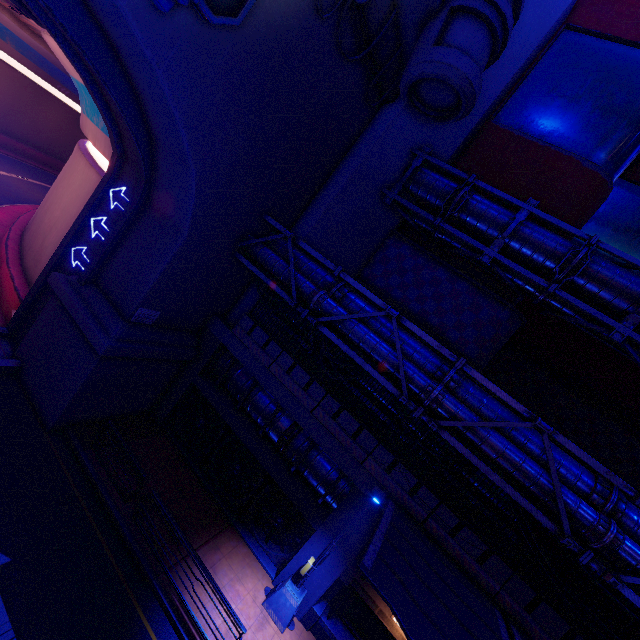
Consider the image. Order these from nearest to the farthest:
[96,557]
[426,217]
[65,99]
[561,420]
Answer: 1. [96,557]
2. [426,217]
3. [561,420]
4. [65,99]

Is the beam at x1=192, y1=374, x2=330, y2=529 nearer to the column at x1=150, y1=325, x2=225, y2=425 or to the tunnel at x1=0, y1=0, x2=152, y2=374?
the column at x1=150, y1=325, x2=225, y2=425

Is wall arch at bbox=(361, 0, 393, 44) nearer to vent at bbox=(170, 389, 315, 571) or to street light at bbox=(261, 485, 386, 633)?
vent at bbox=(170, 389, 315, 571)

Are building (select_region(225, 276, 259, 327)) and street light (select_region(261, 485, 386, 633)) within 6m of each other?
no

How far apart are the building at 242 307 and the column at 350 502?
7.9 meters

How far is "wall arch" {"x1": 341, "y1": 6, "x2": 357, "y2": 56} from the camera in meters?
10.3 m

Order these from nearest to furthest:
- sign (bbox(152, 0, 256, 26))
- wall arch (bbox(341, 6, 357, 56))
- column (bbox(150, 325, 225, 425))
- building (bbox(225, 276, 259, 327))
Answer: sign (bbox(152, 0, 256, 26)) < wall arch (bbox(341, 6, 357, 56)) < column (bbox(150, 325, 225, 425)) < building (bbox(225, 276, 259, 327))

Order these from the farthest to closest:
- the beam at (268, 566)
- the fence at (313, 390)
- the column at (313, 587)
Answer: the beam at (268, 566)
the fence at (313, 390)
the column at (313, 587)
